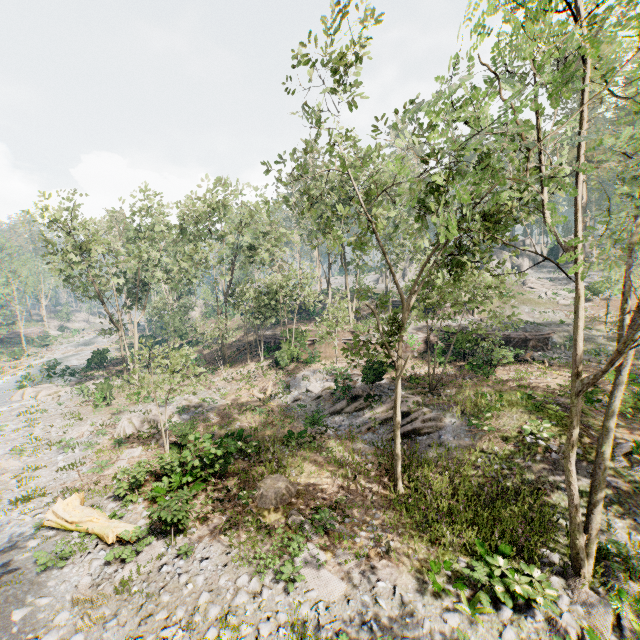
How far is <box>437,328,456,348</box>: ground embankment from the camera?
26.4m

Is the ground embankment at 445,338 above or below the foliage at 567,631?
above

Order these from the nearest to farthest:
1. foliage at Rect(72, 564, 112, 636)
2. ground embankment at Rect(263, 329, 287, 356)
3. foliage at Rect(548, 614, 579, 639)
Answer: foliage at Rect(548, 614, 579, 639) → foliage at Rect(72, 564, 112, 636) → ground embankment at Rect(263, 329, 287, 356)

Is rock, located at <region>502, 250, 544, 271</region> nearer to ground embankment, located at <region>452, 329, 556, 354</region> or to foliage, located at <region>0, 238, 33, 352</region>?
foliage, located at <region>0, 238, 33, 352</region>

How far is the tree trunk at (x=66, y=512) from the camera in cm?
1204

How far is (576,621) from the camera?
8.6m

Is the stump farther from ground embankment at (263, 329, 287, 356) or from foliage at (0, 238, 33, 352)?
ground embankment at (263, 329, 287, 356)

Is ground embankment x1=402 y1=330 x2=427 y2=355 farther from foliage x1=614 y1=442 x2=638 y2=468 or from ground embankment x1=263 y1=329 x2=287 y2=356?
ground embankment x1=263 y1=329 x2=287 y2=356
